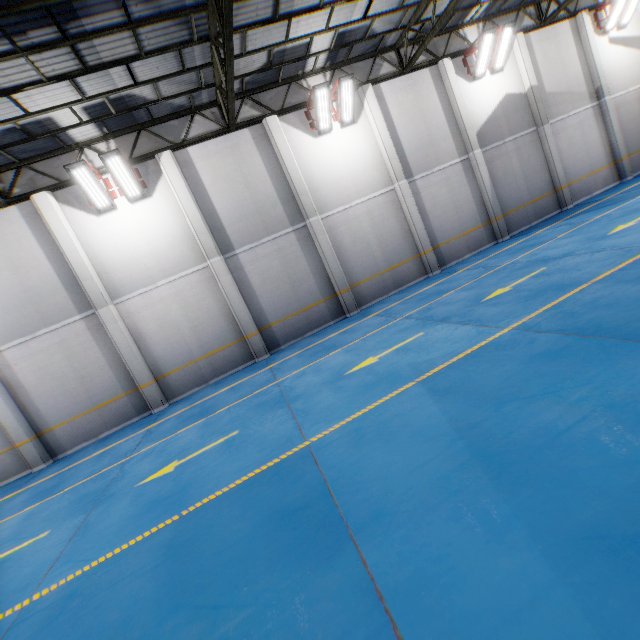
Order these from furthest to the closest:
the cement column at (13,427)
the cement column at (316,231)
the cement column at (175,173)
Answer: the cement column at (316,231)
the cement column at (175,173)
the cement column at (13,427)

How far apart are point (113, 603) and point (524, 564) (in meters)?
4.03

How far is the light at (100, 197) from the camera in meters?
9.5

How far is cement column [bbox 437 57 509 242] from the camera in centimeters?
1341cm

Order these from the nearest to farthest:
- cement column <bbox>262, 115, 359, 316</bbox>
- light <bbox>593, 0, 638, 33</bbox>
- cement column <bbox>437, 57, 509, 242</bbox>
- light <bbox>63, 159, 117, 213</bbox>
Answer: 1. light <bbox>63, 159, 117, 213</bbox>
2. cement column <bbox>262, 115, 359, 316</bbox>
3. cement column <bbox>437, 57, 509, 242</bbox>
4. light <bbox>593, 0, 638, 33</bbox>

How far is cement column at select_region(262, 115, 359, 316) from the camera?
11.8 meters

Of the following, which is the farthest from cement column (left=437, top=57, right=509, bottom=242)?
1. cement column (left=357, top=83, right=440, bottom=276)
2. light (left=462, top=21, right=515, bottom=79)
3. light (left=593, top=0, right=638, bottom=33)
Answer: light (left=593, top=0, right=638, bottom=33)

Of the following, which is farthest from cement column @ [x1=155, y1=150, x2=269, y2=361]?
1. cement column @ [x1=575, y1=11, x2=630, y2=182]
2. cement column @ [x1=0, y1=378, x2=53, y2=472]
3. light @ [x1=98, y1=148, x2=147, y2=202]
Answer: cement column @ [x1=575, y1=11, x2=630, y2=182]
